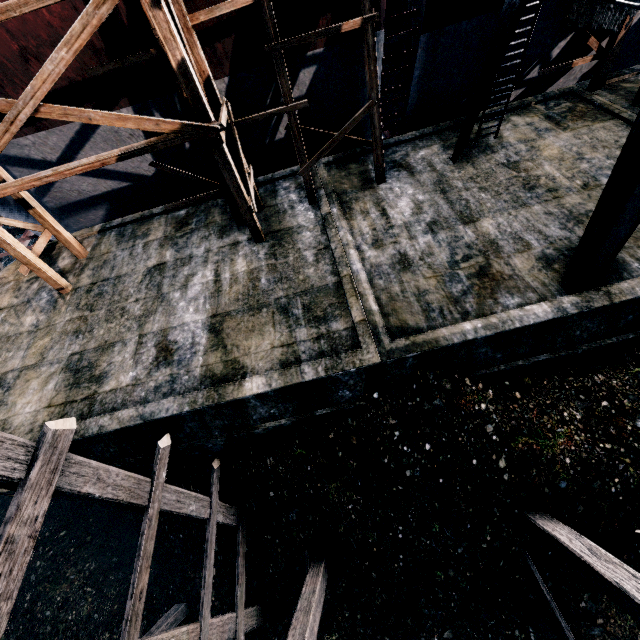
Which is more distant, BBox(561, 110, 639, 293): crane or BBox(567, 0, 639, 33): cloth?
BBox(567, 0, 639, 33): cloth

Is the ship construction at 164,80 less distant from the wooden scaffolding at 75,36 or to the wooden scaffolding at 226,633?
the wooden scaffolding at 75,36

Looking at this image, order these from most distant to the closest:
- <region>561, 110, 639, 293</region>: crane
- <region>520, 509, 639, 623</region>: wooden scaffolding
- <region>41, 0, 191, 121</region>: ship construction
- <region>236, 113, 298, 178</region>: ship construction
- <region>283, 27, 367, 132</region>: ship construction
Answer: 1. <region>236, 113, 298, 178</region>: ship construction
2. <region>283, 27, 367, 132</region>: ship construction
3. <region>41, 0, 191, 121</region>: ship construction
4. <region>561, 110, 639, 293</region>: crane
5. <region>520, 509, 639, 623</region>: wooden scaffolding

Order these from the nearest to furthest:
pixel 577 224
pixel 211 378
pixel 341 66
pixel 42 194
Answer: pixel 211 378
pixel 577 224
pixel 341 66
pixel 42 194

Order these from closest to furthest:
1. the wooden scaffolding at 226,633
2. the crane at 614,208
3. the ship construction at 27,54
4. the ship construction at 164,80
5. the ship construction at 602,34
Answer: the wooden scaffolding at 226,633 → the crane at 614,208 → the ship construction at 27,54 → the ship construction at 164,80 → the ship construction at 602,34

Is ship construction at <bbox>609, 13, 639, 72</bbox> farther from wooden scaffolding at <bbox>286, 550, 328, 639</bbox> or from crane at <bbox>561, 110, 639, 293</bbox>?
wooden scaffolding at <bbox>286, 550, 328, 639</bbox>

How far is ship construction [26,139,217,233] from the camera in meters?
14.3

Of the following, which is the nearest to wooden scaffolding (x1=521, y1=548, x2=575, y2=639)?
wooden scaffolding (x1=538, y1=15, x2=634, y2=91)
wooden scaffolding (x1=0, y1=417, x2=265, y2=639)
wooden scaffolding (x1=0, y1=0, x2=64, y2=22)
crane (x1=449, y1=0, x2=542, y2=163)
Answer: crane (x1=449, y1=0, x2=542, y2=163)
